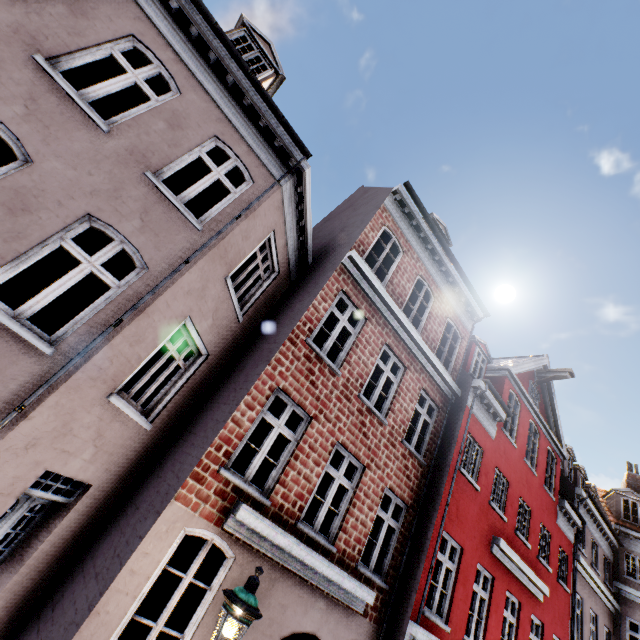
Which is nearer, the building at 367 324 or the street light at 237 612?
the street light at 237 612

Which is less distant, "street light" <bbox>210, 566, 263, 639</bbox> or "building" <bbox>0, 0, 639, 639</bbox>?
"street light" <bbox>210, 566, 263, 639</bbox>

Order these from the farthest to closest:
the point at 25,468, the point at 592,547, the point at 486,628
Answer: the point at 592,547 < the point at 486,628 < the point at 25,468
